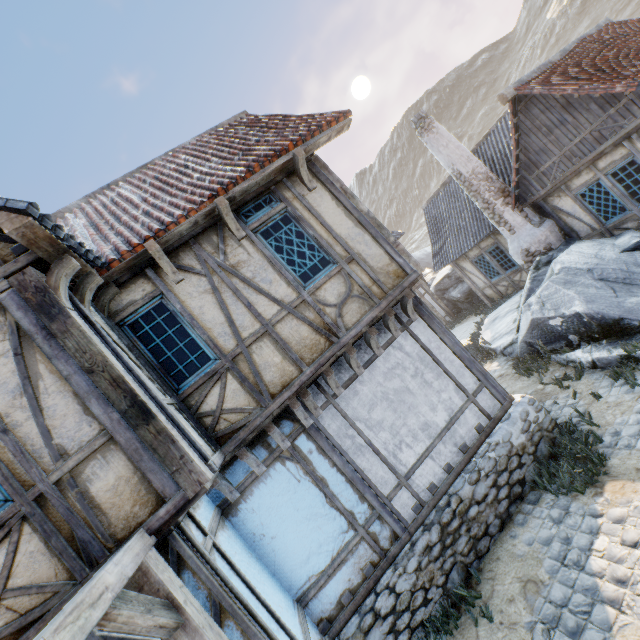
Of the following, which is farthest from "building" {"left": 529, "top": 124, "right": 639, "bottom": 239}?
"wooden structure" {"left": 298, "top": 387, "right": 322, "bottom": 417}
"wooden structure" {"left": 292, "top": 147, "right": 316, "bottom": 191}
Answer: "wooden structure" {"left": 298, "top": 387, "right": 322, "bottom": 417}

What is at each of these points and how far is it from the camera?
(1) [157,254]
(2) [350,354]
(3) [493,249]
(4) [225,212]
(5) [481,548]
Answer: (1) wooden structure, 4.6m
(2) wooden structure, 5.3m
(3) building, 13.7m
(4) wooden structure, 5.0m
(5) stone foundation, 5.1m

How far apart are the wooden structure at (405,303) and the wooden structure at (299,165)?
2.48m

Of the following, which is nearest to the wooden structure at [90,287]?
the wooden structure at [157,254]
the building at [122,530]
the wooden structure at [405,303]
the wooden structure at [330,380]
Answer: the building at [122,530]

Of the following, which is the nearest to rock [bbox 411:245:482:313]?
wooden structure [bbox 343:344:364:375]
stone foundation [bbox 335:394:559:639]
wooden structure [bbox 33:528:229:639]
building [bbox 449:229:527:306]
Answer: building [bbox 449:229:527:306]

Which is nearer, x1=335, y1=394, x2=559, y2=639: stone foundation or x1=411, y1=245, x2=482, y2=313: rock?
x1=335, y1=394, x2=559, y2=639: stone foundation

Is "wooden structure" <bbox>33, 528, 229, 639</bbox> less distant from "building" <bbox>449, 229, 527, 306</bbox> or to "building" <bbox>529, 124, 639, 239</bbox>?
"building" <bbox>529, 124, 639, 239</bbox>

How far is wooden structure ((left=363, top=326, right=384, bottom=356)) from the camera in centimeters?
543cm
